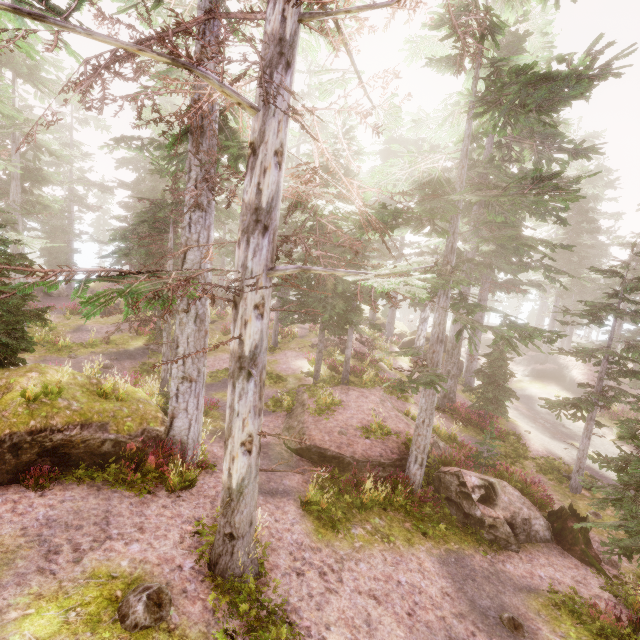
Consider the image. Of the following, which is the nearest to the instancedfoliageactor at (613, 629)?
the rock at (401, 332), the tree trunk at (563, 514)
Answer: the rock at (401, 332)

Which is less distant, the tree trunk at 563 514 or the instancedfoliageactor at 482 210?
the instancedfoliageactor at 482 210

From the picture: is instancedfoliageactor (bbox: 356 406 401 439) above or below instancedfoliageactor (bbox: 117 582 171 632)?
below

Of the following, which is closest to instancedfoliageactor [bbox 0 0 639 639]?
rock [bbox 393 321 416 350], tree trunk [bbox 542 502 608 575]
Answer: rock [bbox 393 321 416 350]

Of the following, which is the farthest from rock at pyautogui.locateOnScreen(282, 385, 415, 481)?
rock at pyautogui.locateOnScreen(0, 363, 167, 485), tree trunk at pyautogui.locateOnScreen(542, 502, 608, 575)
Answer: rock at pyautogui.locateOnScreen(0, 363, 167, 485)

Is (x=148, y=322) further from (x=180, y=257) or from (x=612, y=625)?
(x=612, y=625)

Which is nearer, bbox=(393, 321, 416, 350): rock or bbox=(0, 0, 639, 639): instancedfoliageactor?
bbox=(0, 0, 639, 639): instancedfoliageactor

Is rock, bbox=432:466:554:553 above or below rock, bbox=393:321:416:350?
below
